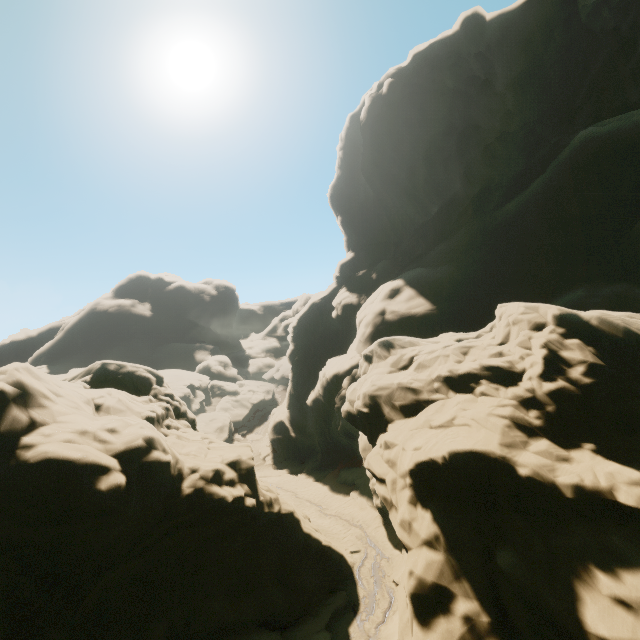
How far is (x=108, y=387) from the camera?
15.3m
